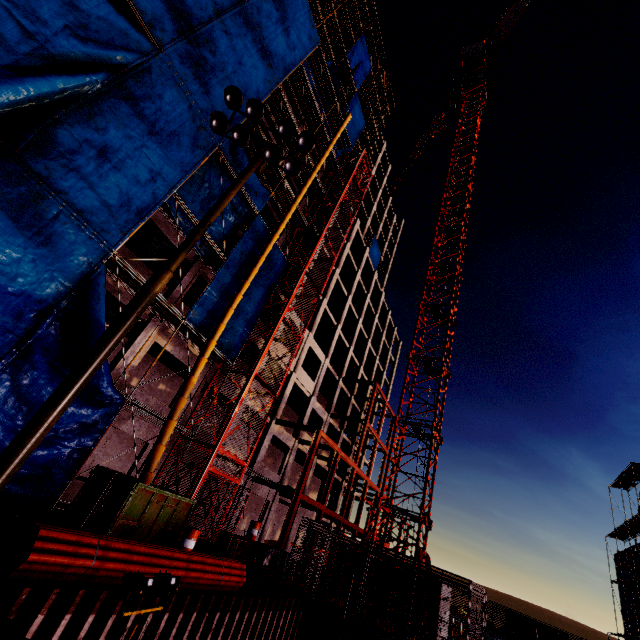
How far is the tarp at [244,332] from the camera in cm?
1710

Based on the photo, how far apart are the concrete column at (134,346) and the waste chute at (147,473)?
2.2m

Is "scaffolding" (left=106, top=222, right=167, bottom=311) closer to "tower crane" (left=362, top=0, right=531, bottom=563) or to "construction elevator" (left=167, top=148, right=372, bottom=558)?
"construction elevator" (left=167, top=148, right=372, bottom=558)

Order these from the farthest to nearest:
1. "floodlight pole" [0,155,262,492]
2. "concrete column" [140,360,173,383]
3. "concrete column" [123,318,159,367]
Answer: "concrete column" [140,360,173,383], "concrete column" [123,318,159,367], "floodlight pole" [0,155,262,492]

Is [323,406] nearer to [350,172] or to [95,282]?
[350,172]

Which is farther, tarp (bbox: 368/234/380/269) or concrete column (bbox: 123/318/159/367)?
tarp (bbox: 368/234/380/269)

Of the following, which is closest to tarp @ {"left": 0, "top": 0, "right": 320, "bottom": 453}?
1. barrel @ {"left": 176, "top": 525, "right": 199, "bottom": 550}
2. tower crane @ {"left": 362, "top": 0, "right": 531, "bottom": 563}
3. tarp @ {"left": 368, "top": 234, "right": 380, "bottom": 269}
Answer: barrel @ {"left": 176, "top": 525, "right": 199, "bottom": 550}

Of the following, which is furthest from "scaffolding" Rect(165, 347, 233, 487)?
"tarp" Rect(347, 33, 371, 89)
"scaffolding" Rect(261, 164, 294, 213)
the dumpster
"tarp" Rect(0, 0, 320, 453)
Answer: "tarp" Rect(347, 33, 371, 89)
